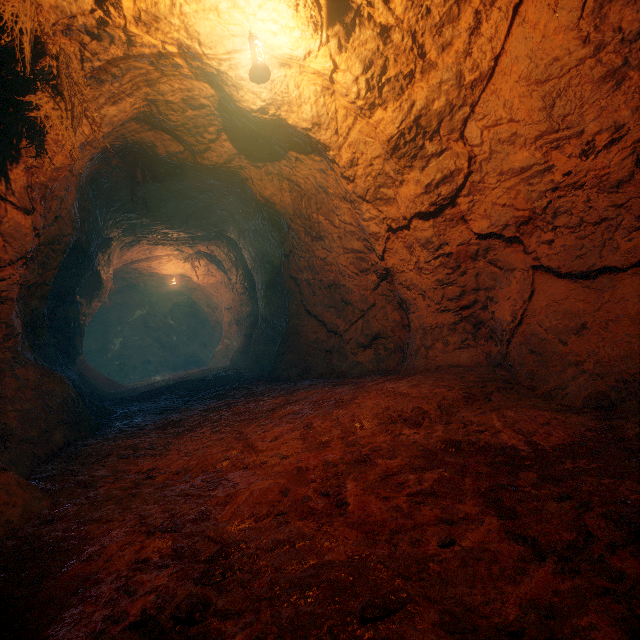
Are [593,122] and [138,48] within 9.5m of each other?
yes
